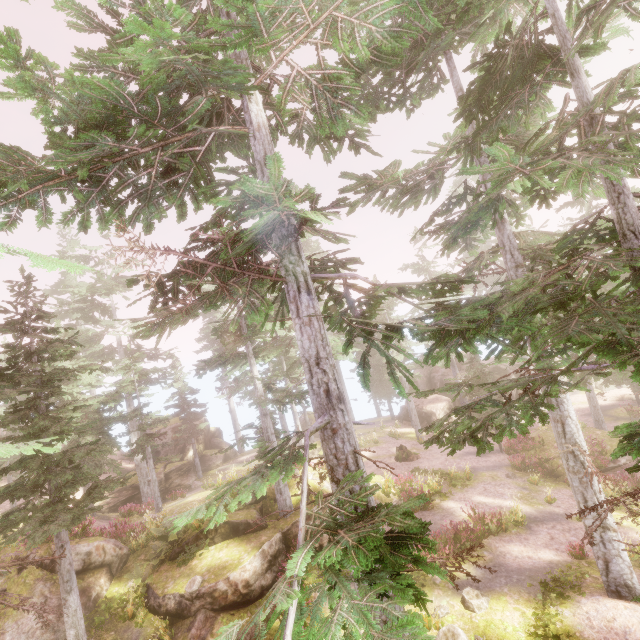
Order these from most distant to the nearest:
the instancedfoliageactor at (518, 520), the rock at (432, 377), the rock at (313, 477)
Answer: the rock at (432, 377) < the rock at (313, 477) < the instancedfoliageactor at (518, 520)

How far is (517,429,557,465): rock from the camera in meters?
20.6 m

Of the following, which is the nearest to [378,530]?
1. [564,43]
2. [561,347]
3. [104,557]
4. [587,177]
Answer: [561,347]

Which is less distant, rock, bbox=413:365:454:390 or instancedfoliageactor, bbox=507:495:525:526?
instancedfoliageactor, bbox=507:495:525:526

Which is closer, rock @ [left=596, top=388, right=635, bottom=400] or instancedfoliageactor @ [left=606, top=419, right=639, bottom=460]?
instancedfoliageactor @ [left=606, top=419, right=639, bottom=460]

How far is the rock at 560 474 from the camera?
19.0m

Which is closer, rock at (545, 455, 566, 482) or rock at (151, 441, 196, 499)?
rock at (545, 455, 566, 482)
